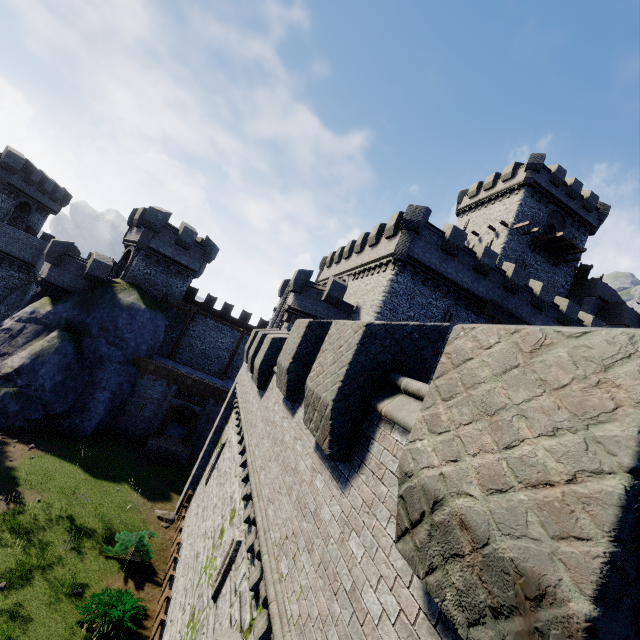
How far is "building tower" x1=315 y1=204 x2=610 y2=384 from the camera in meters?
22.0

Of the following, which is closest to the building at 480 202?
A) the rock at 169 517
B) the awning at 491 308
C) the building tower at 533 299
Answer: the building tower at 533 299

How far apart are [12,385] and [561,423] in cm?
2736

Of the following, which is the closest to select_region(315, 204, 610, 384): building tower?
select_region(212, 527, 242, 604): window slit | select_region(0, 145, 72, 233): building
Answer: select_region(212, 527, 242, 604): window slit

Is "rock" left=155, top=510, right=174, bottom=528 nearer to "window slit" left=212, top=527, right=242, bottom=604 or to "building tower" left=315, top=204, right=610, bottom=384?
"building tower" left=315, top=204, right=610, bottom=384

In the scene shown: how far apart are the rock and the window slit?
10.9m

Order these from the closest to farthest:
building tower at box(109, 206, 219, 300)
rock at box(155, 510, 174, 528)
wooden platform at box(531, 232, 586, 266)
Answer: rock at box(155, 510, 174, 528)
building tower at box(109, 206, 219, 300)
wooden platform at box(531, 232, 586, 266)

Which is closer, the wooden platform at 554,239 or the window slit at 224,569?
the window slit at 224,569
